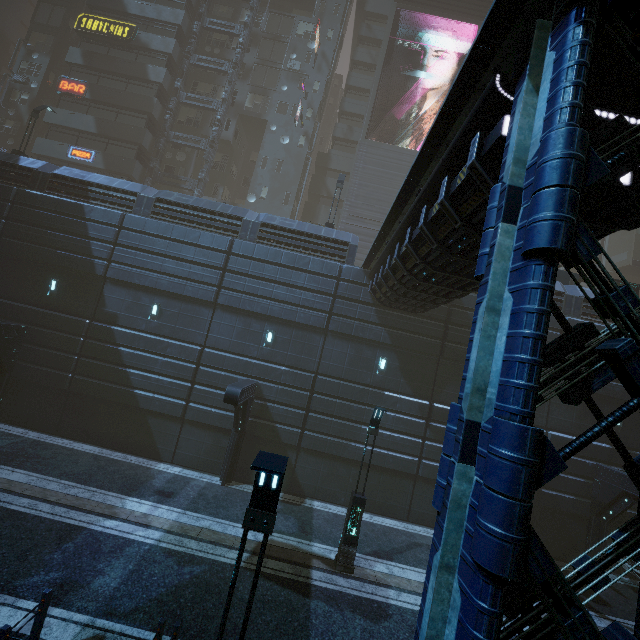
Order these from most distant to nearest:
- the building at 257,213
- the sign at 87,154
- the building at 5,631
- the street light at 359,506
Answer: the sign at 87,154, the building at 257,213, the street light at 359,506, the building at 5,631

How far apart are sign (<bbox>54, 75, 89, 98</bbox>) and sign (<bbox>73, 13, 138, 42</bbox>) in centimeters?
428cm

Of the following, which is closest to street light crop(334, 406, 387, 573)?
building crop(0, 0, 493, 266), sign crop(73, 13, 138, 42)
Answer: building crop(0, 0, 493, 266)

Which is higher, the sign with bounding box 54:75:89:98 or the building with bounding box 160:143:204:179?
the sign with bounding box 54:75:89:98

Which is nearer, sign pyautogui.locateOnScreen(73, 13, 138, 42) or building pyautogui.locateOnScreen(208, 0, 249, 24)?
sign pyautogui.locateOnScreen(73, 13, 138, 42)

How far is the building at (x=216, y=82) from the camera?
31.8m

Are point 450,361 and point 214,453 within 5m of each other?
no

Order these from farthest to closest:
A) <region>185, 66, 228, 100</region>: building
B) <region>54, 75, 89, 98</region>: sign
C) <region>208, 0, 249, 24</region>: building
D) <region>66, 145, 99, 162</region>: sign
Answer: <region>208, 0, 249, 24</region>: building
<region>185, 66, 228, 100</region>: building
<region>54, 75, 89, 98</region>: sign
<region>66, 145, 99, 162</region>: sign
